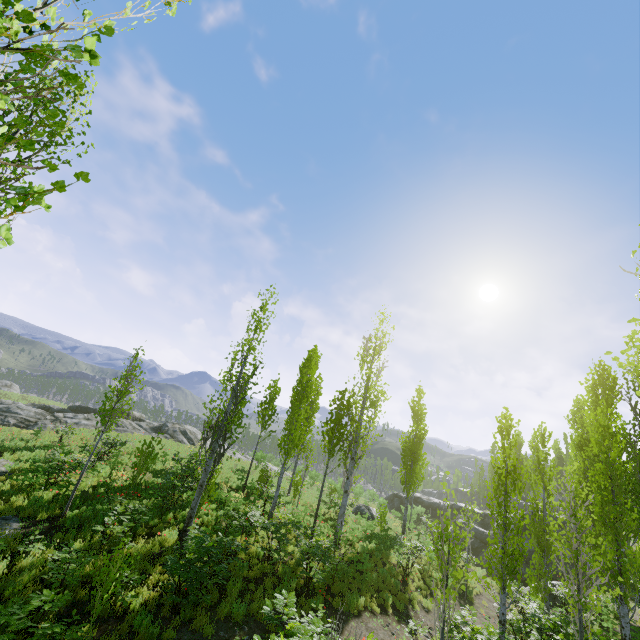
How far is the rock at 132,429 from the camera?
29.83m

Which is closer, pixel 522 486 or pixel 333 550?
pixel 522 486

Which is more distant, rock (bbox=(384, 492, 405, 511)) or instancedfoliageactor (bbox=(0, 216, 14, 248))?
rock (bbox=(384, 492, 405, 511))

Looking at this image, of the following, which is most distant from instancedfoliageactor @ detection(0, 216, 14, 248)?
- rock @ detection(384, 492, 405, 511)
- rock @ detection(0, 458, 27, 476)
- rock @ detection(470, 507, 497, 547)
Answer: rock @ detection(384, 492, 405, 511)

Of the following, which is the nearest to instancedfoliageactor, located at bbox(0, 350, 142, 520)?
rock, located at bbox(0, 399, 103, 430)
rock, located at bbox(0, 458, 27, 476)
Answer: rock, located at bbox(0, 399, 103, 430)

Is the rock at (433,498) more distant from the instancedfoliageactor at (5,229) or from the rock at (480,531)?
the instancedfoliageactor at (5,229)

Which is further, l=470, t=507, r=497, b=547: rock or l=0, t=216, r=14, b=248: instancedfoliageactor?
l=470, t=507, r=497, b=547: rock

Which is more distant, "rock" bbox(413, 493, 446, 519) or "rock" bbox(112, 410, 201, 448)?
"rock" bbox(413, 493, 446, 519)
